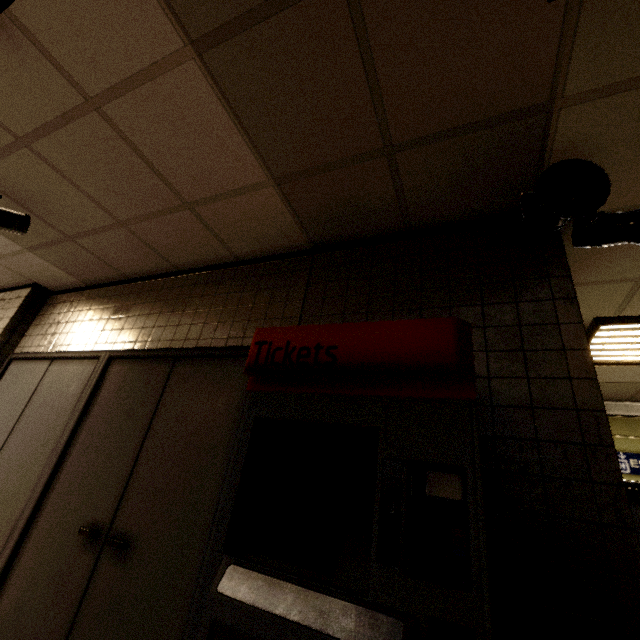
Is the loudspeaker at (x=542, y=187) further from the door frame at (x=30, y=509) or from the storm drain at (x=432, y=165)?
the door frame at (x=30, y=509)

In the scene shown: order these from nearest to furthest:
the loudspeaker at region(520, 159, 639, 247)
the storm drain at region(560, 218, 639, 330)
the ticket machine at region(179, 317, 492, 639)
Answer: the ticket machine at region(179, 317, 492, 639) < the loudspeaker at region(520, 159, 639, 247) < the storm drain at region(560, 218, 639, 330)

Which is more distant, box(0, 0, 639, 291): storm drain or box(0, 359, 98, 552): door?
box(0, 359, 98, 552): door

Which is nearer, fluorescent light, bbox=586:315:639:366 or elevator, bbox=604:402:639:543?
fluorescent light, bbox=586:315:639:366

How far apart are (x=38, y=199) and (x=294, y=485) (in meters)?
3.00

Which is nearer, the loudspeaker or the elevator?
the loudspeaker

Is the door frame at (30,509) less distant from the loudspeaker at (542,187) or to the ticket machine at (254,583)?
the ticket machine at (254,583)

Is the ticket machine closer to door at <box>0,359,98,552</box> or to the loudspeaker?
the loudspeaker
